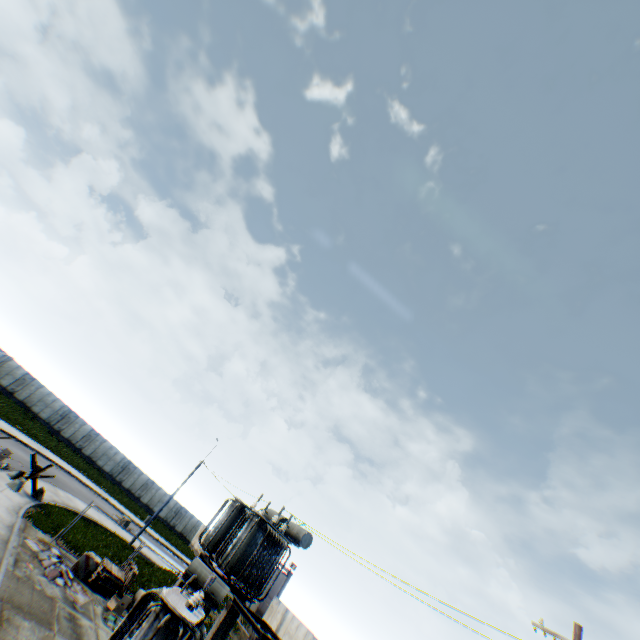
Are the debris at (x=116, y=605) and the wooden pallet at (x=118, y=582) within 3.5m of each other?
yes

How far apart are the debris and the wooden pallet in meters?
0.6

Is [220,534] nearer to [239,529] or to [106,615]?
[239,529]

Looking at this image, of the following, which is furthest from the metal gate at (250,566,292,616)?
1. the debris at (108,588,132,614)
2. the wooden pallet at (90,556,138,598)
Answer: the debris at (108,588,132,614)

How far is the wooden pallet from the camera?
15.3 meters

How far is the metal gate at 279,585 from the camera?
33.9 meters

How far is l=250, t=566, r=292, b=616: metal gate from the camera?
33.9m

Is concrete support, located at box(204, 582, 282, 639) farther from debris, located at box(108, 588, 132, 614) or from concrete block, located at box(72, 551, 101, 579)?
concrete block, located at box(72, 551, 101, 579)
